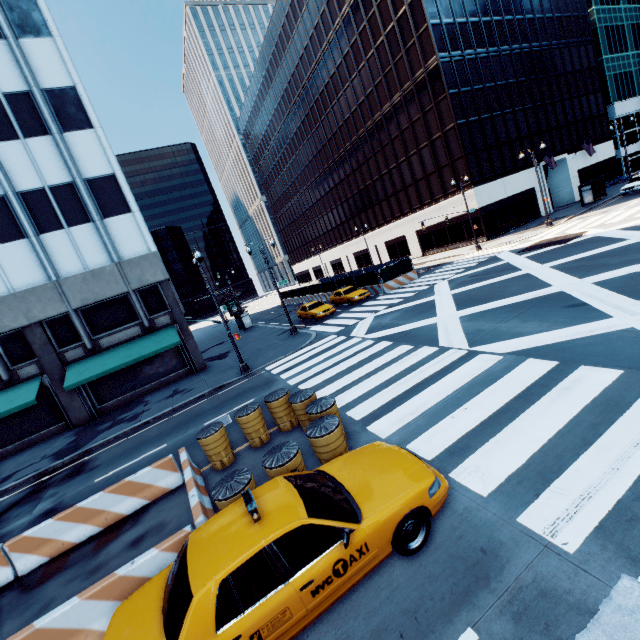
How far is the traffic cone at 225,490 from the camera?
5.9 meters

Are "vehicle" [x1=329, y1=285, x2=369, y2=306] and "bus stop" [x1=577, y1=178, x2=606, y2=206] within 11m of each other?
no

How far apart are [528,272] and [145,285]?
23.7 meters

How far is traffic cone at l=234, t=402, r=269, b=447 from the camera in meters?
9.5

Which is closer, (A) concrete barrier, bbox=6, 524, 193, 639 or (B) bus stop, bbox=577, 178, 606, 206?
(A) concrete barrier, bbox=6, 524, 193, 639

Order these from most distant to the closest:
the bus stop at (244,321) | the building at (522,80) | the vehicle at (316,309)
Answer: the bus stop at (244,321) → the building at (522,80) → the vehicle at (316,309)

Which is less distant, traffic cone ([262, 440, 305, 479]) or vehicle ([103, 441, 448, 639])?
vehicle ([103, 441, 448, 639])

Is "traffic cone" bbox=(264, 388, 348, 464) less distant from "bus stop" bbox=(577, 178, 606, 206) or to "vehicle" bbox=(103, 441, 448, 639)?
"vehicle" bbox=(103, 441, 448, 639)
